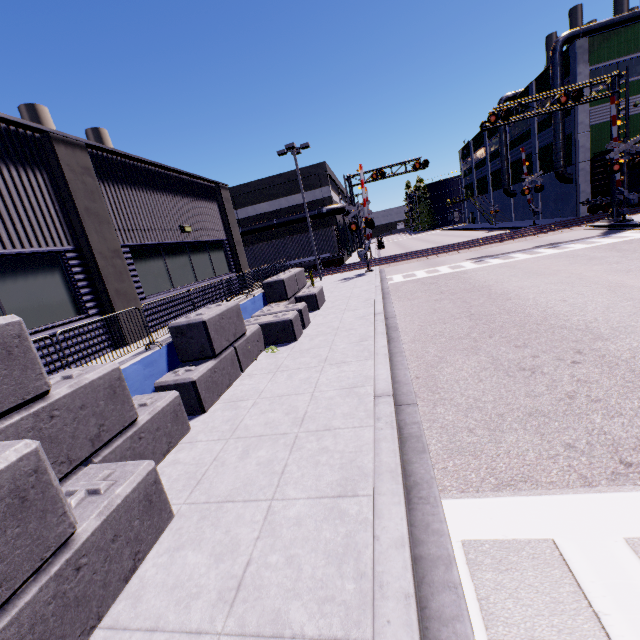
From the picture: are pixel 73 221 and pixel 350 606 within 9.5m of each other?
yes

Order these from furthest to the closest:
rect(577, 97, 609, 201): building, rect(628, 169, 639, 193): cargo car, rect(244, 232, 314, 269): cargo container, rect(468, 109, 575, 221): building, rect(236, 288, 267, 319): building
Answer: rect(468, 109, 575, 221): building < rect(244, 232, 314, 269): cargo container < rect(577, 97, 609, 201): building < rect(628, 169, 639, 193): cargo car < rect(236, 288, 267, 319): building

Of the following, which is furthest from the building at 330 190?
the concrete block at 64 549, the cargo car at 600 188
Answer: the cargo car at 600 188

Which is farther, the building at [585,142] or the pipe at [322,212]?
the pipe at [322,212]

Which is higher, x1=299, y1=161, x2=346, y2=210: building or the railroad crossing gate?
x1=299, y1=161, x2=346, y2=210: building

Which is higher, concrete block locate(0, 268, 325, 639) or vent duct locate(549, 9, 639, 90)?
vent duct locate(549, 9, 639, 90)

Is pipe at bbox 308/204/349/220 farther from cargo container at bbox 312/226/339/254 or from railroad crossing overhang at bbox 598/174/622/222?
railroad crossing overhang at bbox 598/174/622/222

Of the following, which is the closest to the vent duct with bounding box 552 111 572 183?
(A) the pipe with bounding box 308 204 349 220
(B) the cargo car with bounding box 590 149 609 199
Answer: (B) the cargo car with bounding box 590 149 609 199
